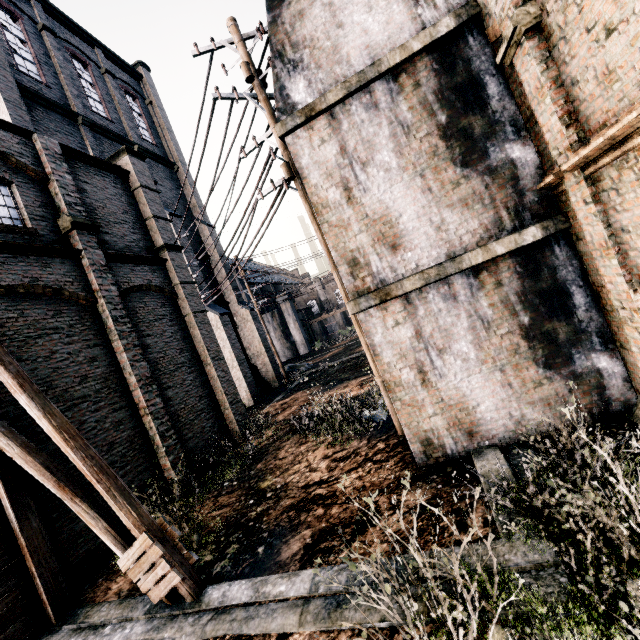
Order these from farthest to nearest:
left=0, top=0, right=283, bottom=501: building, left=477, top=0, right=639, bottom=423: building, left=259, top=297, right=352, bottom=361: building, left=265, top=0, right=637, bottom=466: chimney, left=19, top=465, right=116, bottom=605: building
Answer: left=259, top=297, right=352, bottom=361: building, left=0, top=0, right=283, bottom=501: building, left=19, top=465, right=116, bottom=605: building, left=265, top=0, right=637, bottom=466: chimney, left=477, top=0, right=639, bottom=423: building

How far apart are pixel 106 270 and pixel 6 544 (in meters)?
8.42

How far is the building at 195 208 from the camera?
→ 28.0m

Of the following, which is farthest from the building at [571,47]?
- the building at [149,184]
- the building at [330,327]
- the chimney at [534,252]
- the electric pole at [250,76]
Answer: the building at [330,327]

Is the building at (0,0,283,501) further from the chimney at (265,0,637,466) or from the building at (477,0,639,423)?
the building at (477,0,639,423)

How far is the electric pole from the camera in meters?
9.0 m

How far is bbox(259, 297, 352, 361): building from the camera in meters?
50.7

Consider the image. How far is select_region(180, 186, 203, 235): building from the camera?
28.0m
